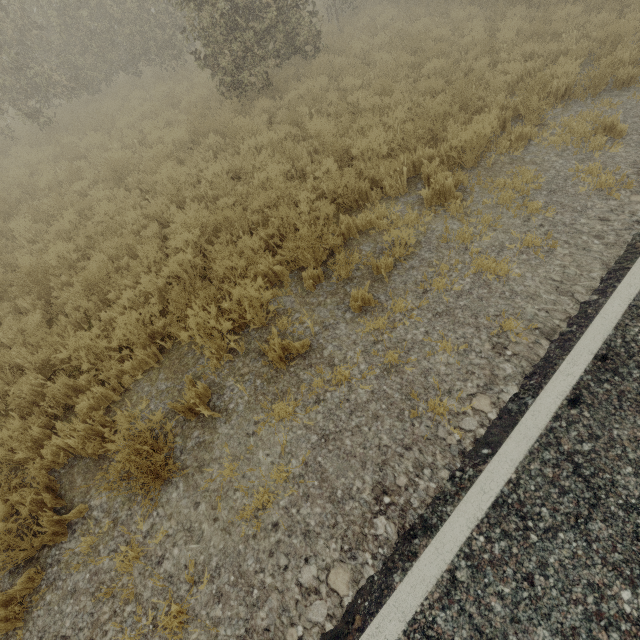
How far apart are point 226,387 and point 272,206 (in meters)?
3.67
